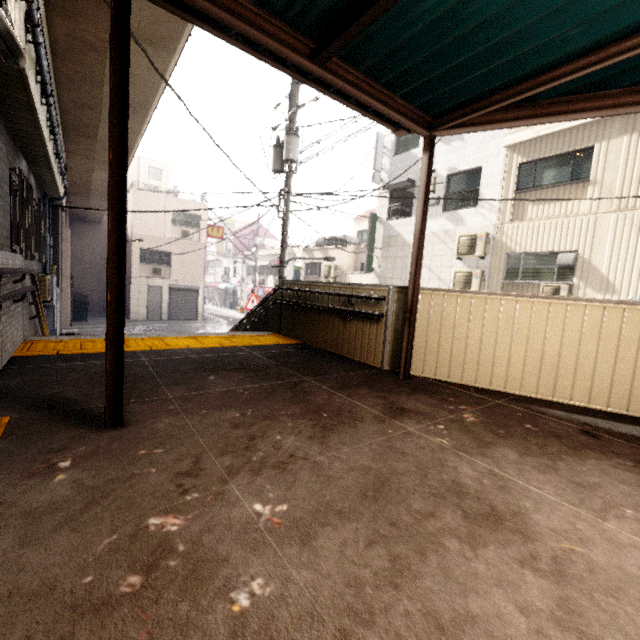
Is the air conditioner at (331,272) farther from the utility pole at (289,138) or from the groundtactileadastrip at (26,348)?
the groundtactileadastrip at (26,348)

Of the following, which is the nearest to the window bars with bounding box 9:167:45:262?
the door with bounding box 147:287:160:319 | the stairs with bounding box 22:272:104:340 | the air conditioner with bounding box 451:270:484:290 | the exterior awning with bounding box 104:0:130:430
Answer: the stairs with bounding box 22:272:104:340

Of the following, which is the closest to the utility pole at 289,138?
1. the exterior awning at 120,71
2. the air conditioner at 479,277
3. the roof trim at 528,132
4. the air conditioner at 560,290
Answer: the exterior awning at 120,71

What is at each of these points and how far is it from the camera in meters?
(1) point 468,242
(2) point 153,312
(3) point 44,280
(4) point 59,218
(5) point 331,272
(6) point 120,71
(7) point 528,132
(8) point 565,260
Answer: (1) air conditioner, 11.9 m
(2) door, 23.3 m
(3) air conditioner, 7.2 m
(4) concrete pillar, 10.1 m
(5) air conditioner, 19.8 m
(6) exterior awning, 2.0 m
(7) roof trim, 10.5 m
(8) stairs, 9.6 m

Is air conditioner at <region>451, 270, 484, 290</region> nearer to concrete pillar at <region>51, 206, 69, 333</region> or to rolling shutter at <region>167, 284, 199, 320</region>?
concrete pillar at <region>51, 206, 69, 333</region>

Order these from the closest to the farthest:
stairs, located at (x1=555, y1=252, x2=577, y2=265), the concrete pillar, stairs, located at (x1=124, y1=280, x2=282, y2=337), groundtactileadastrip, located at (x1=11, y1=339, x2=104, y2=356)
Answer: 1. groundtactileadastrip, located at (x1=11, y1=339, x2=104, y2=356)
2. stairs, located at (x1=124, y1=280, x2=282, y2=337)
3. stairs, located at (x1=555, y1=252, x2=577, y2=265)
4. the concrete pillar

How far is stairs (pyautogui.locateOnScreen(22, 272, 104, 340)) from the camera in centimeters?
462cm

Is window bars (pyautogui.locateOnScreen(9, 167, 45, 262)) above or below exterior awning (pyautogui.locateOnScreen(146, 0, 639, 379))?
below
